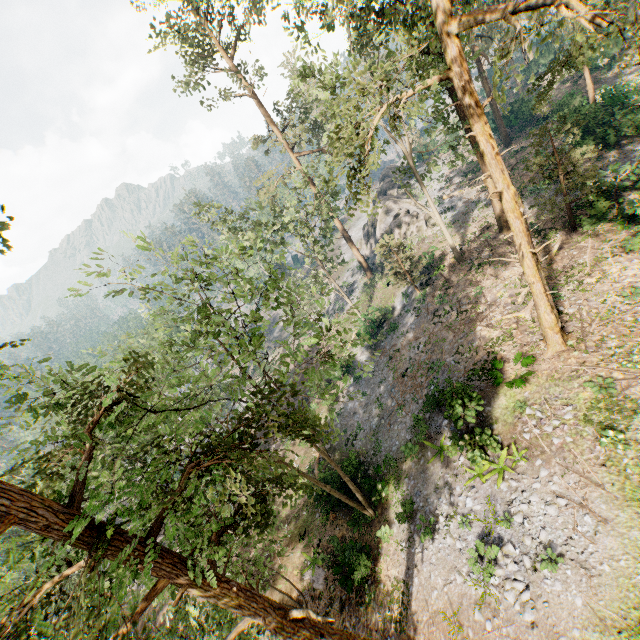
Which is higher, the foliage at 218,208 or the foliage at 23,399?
the foliage at 218,208

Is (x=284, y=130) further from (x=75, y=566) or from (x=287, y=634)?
(x=287, y=634)

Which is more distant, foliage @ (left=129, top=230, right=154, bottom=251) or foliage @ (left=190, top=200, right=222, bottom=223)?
foliage @ (left=190, top=200, right=222, bottom=223)

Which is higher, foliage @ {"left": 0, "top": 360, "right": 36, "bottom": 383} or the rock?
foliage @ {"left": 0, "top": 360, "right": 36, "bottom": 383}

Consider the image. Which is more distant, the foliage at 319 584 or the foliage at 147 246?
the foliage at 319 584

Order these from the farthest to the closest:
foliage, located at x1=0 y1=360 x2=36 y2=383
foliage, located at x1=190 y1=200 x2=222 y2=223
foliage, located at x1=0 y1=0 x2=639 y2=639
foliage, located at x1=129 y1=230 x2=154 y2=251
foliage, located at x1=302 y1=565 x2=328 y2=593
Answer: foliage, located at x1=190 y1=200 x2=222 y2=223 → foliage, located at x1=302 y1=565 x2=328 y2=593 → foliage, located at x1=129 y1=230 x2=154 y2=251 → foliage, located at x1=0 y1=360 x2=36 y2=383 → foliage, located at x1=0 y1=0 x2=639 y2=639
